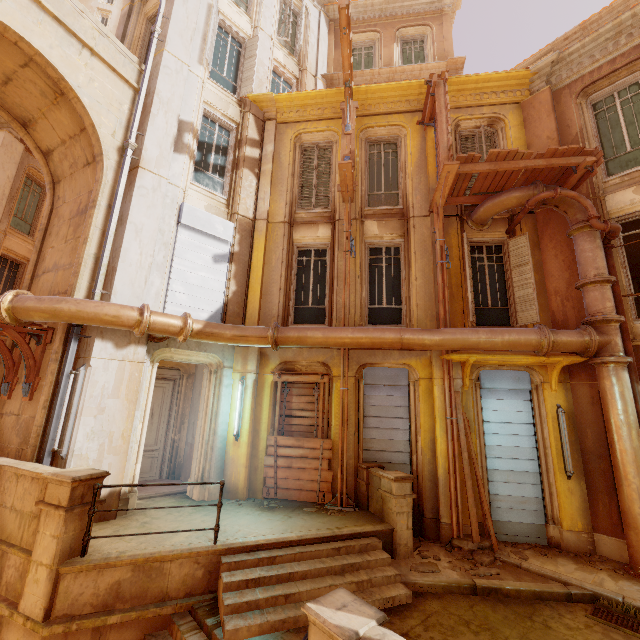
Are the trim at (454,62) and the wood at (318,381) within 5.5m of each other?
no

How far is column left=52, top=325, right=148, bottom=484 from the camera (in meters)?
6.30

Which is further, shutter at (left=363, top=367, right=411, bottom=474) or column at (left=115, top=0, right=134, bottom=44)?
column at (left=115, top=0, right=134, bottom=44)

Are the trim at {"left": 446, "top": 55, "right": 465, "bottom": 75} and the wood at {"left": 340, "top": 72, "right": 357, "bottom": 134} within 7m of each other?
yes

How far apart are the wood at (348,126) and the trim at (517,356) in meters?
7.2 m

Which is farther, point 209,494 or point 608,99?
point 608,99

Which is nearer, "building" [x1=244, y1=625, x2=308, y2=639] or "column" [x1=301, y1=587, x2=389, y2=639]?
"column" [x1=301, y1=587, x2=389, y2=639]

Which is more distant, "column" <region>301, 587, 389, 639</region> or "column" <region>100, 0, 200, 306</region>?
"column" <region>100, 0, 200, 306</region>
